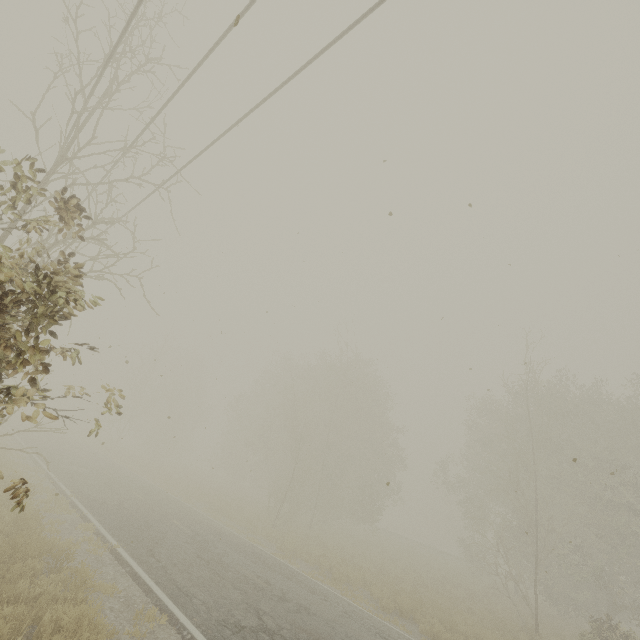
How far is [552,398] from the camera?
21.6 meters
